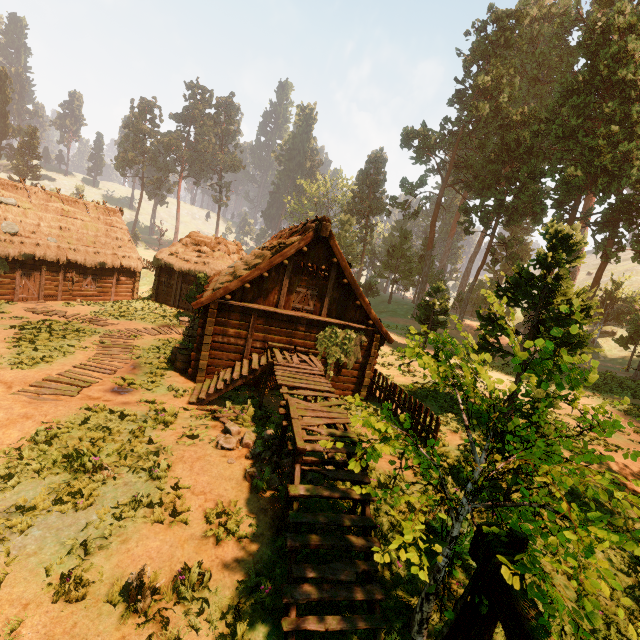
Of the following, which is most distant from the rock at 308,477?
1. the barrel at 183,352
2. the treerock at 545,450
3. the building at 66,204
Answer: the barrel at 183,352

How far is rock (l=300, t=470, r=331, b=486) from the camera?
8.05m

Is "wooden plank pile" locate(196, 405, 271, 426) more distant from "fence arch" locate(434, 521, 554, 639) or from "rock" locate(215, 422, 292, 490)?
"fence arch" locate(434, 521, 554, 639)

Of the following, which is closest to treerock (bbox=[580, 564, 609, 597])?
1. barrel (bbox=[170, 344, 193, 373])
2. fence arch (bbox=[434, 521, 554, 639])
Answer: fence arch (bbox=[434, 521, 554, 639])

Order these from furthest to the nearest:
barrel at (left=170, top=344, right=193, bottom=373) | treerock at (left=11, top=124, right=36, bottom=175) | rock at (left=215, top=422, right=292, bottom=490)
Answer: treerock at (left=11, top=124, right=36, bottom=175) < barrel at (left=170, top=344, right=193, bottom=373) < rock at (left=215, top=422, right=292, bottom=490)

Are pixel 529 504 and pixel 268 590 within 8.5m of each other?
yes

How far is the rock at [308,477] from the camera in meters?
8.0

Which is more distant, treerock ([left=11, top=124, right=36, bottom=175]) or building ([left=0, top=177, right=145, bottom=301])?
treerock ([left=11, top=124, right=36, bottom=175])
